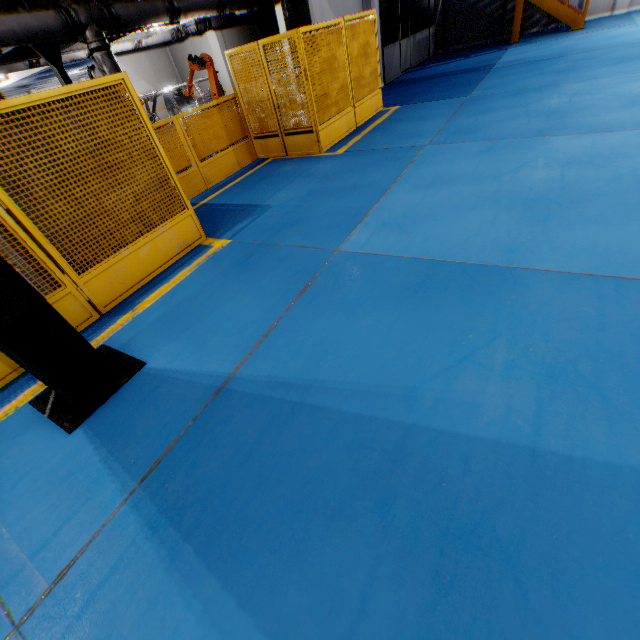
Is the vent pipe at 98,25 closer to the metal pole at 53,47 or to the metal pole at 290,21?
the metal pole at 53,47

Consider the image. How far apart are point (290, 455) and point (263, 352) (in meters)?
1.08

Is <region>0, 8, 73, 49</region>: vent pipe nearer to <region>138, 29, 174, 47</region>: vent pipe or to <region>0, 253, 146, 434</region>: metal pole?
<region>138, 29, 174, 47</region>: vent pipe

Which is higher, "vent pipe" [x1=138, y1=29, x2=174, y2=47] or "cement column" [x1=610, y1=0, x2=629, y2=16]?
"vent pipe" [x1=138, y1=29, x2=174, y2=47]

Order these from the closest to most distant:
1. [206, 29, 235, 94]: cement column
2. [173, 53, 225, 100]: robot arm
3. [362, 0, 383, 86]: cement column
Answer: [173, 53, 225, 100]: robot arm < [362, 0, 383, 86]: cement column < [206, 29, 235, 94]: cement column

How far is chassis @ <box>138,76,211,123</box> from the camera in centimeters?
1070cm

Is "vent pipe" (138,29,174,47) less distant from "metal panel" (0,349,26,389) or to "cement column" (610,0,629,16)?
"metal panel" (0,349,26,389)

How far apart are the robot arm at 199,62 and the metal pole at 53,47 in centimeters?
299cm
